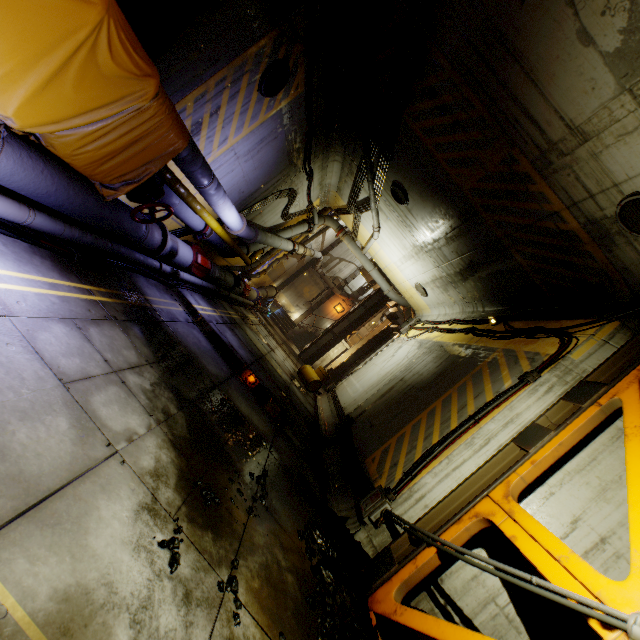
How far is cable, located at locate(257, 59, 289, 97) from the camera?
6.6 meters

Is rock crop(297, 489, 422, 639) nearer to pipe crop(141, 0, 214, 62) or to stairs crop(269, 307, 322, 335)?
pipe crop(141, 0, 214, 62)

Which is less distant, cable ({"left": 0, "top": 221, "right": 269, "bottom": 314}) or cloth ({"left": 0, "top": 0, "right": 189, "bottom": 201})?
cloth ({"left": 0, "top": 0, "right": 189, "bottom": 201})

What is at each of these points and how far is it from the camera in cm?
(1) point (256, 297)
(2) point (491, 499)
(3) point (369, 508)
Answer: (1) pipe, 1981
(2) beam, 458
(3) cable, 588

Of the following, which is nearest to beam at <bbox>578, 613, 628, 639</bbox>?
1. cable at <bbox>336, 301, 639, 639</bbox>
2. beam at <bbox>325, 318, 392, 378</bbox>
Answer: cable at <bbox>336, 301, 639, 639</bbox>

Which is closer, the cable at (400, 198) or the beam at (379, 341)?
the cable at (400, 198)

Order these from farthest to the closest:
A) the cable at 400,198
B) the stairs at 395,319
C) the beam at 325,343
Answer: the beam at 325,343
the stairs at 395,319
the cable at 400,198

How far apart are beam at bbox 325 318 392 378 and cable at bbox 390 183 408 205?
16.4m
